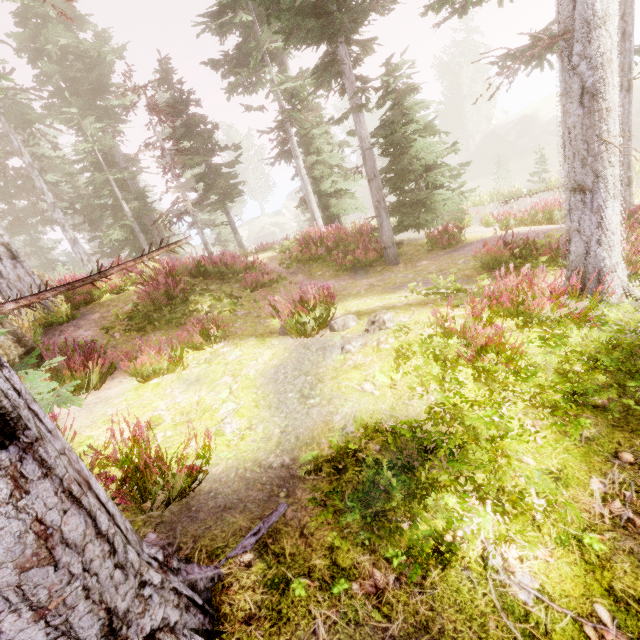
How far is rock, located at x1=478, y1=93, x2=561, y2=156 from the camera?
45.2m

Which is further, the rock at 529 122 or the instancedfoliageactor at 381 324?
the rock at 529 122

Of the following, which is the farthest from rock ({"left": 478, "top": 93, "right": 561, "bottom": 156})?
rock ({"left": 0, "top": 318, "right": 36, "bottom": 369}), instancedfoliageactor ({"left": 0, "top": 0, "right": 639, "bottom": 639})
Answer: rock ({"left": 0, "top": 318, "right": 36, "bottom": 369})

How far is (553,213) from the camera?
10.93m

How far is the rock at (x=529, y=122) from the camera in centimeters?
4525cm

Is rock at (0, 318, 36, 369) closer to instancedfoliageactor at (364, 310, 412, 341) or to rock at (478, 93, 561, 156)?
instancedfoliageactor at (364, 310, 412, 341)
